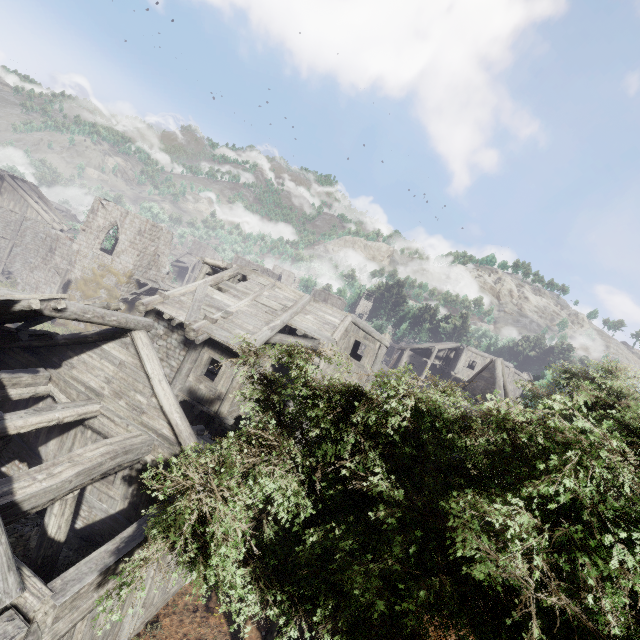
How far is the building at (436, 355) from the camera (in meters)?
20.91

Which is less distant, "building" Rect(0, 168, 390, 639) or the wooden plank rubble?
"building" Rect(0, 168, 390, 639)

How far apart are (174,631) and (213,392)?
6.9 meters

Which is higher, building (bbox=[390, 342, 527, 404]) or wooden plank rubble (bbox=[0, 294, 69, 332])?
building (bbox=[390, 342, 527, 404])

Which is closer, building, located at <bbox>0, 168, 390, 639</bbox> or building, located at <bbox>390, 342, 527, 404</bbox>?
building, located at <bbox>0, 168, 390, 639</bbox>

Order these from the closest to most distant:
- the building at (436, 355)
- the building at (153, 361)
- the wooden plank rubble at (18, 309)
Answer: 1. the building at (153, 361)
2. the wooden plank rubble at (18, 309)
3. the building at (436, 355)

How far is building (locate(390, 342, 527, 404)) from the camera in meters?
20.9
